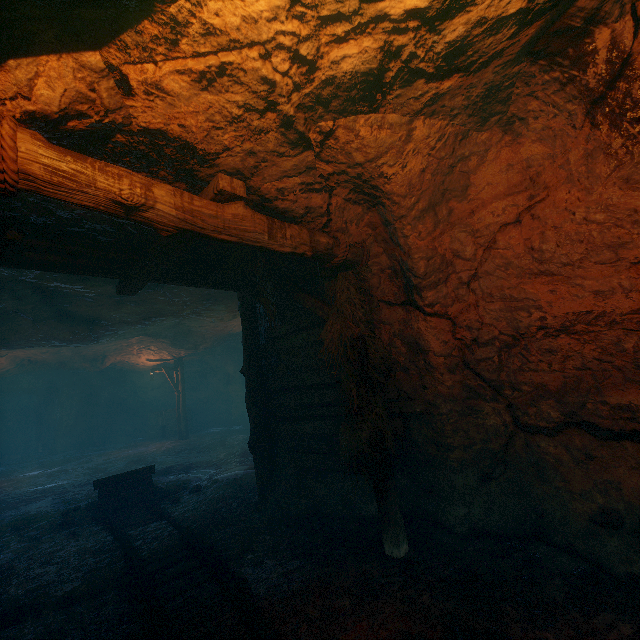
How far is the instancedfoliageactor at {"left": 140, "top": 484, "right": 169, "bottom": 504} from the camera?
7.33m

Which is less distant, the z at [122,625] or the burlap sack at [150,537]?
the z at [122,625]

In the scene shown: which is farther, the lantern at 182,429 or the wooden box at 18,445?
the wooden box at 18,445

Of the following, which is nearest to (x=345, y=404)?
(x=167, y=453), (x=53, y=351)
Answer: (x=167, y=453)

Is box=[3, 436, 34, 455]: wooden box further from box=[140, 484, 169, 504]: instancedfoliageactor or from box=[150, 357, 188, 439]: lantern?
box=[140, 484, 169, 504]: instancedfoliageactor

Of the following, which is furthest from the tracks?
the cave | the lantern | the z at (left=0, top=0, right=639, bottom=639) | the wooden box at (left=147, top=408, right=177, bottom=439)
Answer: the cave

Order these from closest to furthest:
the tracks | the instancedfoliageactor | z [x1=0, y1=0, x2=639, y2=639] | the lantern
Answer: z [x1=0, y1=0, x2=639, y2=639], the tracks, the instancedfoliageactor, the lantern

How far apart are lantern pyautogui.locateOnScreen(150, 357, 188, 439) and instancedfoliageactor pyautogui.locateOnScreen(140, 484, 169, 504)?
11.00m
